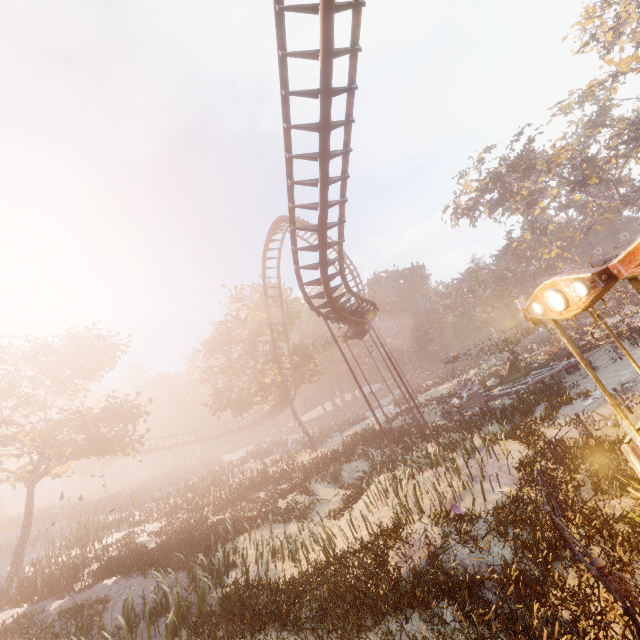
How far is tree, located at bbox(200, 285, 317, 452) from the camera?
33.4 meters

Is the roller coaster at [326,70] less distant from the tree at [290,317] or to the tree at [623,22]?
the tree at [290,317]

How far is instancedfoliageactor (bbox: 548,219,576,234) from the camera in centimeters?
5853cm

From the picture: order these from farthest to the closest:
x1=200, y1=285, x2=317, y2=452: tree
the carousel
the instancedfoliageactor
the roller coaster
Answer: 1. the instancedfoliageactor
2. x1=200, y1=285, x2=317, y2=452: tree
3. the roller coaster
4. the carousel

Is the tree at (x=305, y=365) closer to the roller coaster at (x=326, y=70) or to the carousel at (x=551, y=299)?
the roller coaster at (x=326, y=70)

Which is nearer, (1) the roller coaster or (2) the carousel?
(2) the carousel

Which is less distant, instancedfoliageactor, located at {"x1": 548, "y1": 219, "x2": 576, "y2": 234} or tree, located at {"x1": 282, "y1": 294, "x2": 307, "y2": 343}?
tree, located at {"x1": 282, "y1": 294, "x2": 307, "y2": 343}

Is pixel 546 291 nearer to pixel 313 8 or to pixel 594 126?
pixel 313 8
